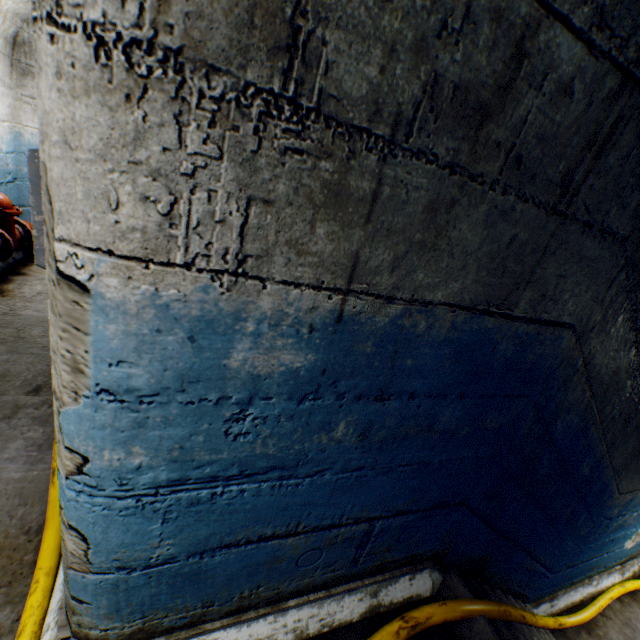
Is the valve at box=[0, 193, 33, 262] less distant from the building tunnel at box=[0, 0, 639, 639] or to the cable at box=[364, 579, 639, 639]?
the building tunnel at box=[0, 0, 639, 639]

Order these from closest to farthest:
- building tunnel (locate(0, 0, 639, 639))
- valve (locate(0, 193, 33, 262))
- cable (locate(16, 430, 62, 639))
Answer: building tunnel (locate(0, 0, 639, 639))
cable (locate(16, 430, 62, 639))
valve (locate(0, 193, 33, 262))

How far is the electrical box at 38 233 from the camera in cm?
96

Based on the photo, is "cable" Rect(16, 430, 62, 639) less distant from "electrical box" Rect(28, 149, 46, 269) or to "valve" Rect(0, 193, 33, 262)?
"electrical box" Rect(28, 149, 46, 269)

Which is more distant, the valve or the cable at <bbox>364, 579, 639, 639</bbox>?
the valve

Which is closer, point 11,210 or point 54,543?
point 54,543

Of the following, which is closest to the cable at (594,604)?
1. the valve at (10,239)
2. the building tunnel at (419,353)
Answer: the building tunnel at (419,353)

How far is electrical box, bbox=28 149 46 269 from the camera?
1.0 meters
